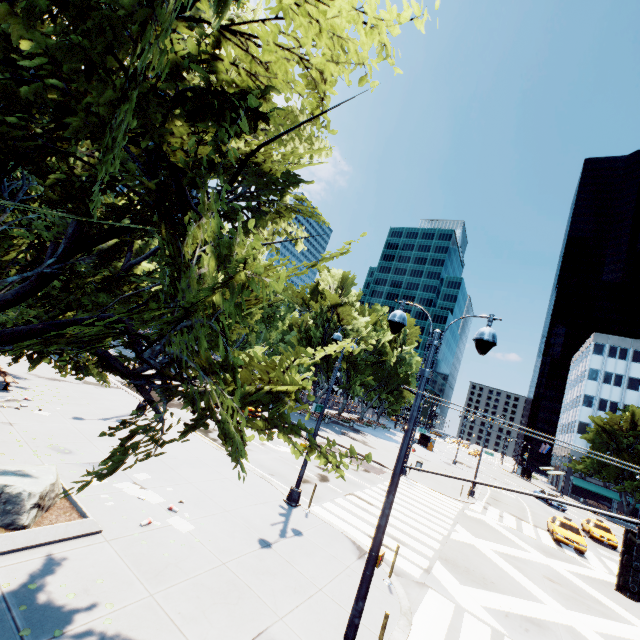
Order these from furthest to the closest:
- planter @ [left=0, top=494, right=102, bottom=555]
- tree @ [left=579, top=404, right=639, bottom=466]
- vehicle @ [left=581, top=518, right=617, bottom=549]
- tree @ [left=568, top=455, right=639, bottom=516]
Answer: tree @ [left=579, top=404, right=639, bottom=466] → tree @ [left=568, top=455, right=639, bottom=516] → vehicle @ [left=581, top=518, right=617, bottom=549] → planter @ [left=0, top=494, right=102, bottom=555]

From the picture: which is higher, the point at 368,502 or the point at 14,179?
the point at 14,179

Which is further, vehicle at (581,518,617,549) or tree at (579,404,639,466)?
tree at (579,404,639,466)

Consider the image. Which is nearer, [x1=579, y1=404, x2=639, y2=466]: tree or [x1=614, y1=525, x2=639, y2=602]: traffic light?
[x1=614, y1=525, x2=639, y2=602]: traffic light

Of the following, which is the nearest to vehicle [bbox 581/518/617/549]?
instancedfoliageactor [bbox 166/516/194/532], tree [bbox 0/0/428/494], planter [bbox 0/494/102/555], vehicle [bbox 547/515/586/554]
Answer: vehicle [bbox 547/515/586/554]

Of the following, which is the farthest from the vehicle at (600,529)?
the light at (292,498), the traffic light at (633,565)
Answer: the traffic light at (633,565)

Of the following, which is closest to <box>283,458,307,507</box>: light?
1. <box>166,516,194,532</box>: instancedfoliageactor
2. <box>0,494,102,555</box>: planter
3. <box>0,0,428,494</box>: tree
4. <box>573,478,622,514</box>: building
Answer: <box>0,0,428,494</box>: tree

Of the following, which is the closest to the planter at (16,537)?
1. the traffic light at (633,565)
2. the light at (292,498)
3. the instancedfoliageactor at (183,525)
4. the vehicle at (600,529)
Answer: the instancedfoliageactor at (183,525)
